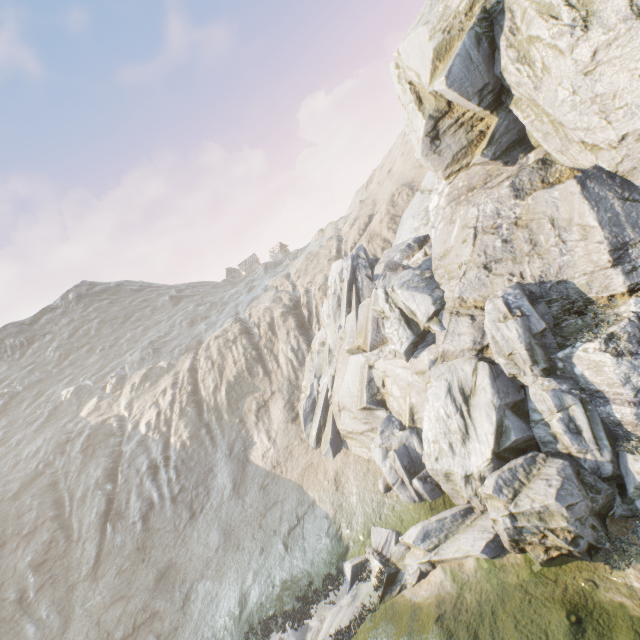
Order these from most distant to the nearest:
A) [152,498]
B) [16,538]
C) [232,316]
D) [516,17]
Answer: [232,316]
[16,538]
[152,498]
[516,17]
